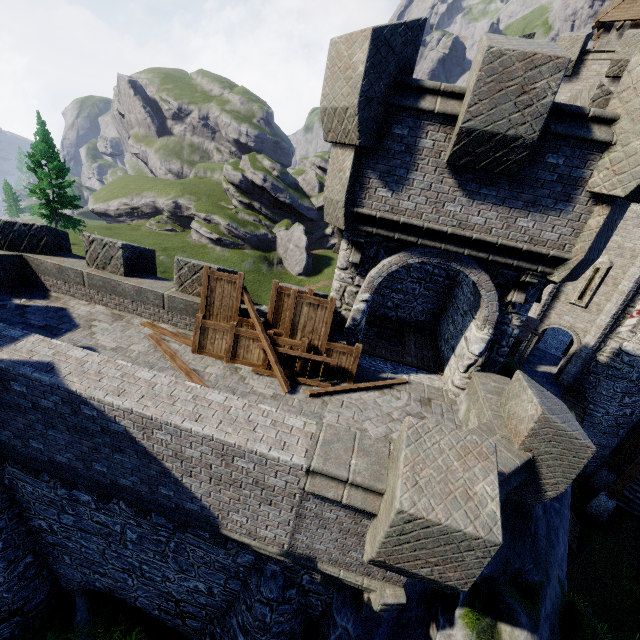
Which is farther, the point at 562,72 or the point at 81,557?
the point at 81,557

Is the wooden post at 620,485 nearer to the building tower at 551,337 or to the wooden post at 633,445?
the wooden post at 633,445

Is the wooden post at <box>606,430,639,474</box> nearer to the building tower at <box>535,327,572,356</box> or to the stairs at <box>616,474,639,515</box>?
the stairs at <box>616,474,639,515</box>

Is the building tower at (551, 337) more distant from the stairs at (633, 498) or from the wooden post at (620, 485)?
the wooden post at (620, 485)

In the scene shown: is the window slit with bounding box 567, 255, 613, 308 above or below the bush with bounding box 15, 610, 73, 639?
above

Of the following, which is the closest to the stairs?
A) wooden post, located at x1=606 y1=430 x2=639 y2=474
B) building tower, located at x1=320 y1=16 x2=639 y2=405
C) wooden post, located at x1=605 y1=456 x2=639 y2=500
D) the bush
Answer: wooden post, located at x1=606 y1=430 x2=639 y2=474

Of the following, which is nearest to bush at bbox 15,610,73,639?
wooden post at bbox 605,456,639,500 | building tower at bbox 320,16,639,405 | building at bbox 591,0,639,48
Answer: building tower at bbox 320,16,639,405

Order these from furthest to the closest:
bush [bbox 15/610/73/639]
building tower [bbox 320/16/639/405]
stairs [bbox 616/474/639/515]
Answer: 1. stairs [bbox 616/474/639/515]
2. bush [bbox 15/610/73/639]
3. building tower [bbox 320/16/639/405]
